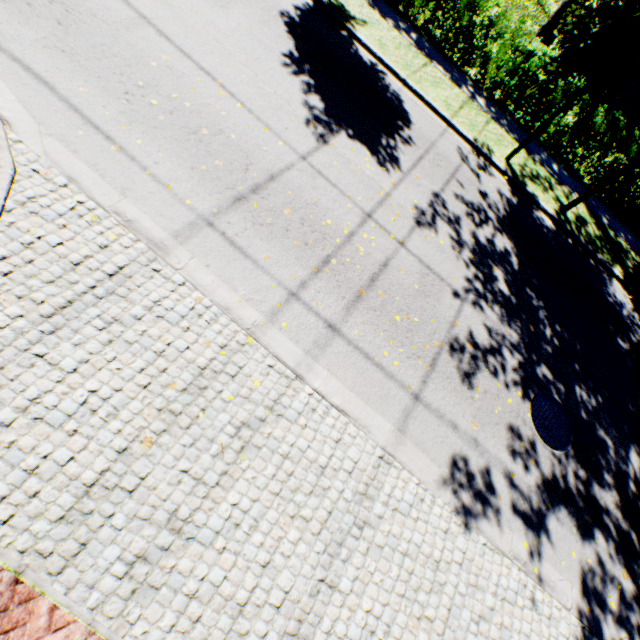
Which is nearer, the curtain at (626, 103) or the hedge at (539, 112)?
the hedge at (539, 112)

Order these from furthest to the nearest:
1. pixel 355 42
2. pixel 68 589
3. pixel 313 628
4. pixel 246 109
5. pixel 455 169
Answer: pixel 355 42 < pixel 455 169 < pixel 246 109 < pixel 313 628 < pixel 68 589

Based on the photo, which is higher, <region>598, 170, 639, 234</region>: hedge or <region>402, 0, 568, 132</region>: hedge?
<region>402, 0, 568, 132</region>: hedge

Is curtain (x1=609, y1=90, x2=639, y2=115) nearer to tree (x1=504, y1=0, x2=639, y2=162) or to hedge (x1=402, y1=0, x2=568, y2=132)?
tree (x1=504, y1=0, x2=639, y2=162)

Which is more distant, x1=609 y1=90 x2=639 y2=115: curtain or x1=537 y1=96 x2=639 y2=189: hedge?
x1=609 y1=90 x2=639 y2=115: curtain

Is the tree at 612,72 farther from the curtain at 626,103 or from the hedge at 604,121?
the curtain at 626,103

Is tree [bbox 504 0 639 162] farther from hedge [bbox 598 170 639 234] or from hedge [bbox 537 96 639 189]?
hedge [bbox 598 170 639 234]

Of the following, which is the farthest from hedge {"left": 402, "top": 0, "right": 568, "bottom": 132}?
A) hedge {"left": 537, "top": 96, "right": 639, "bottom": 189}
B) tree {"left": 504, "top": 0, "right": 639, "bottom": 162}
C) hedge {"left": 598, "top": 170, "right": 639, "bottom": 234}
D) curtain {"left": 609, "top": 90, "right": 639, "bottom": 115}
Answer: curtain {"left": 609, "top": 90, "right": 639, "bottom": 115}
